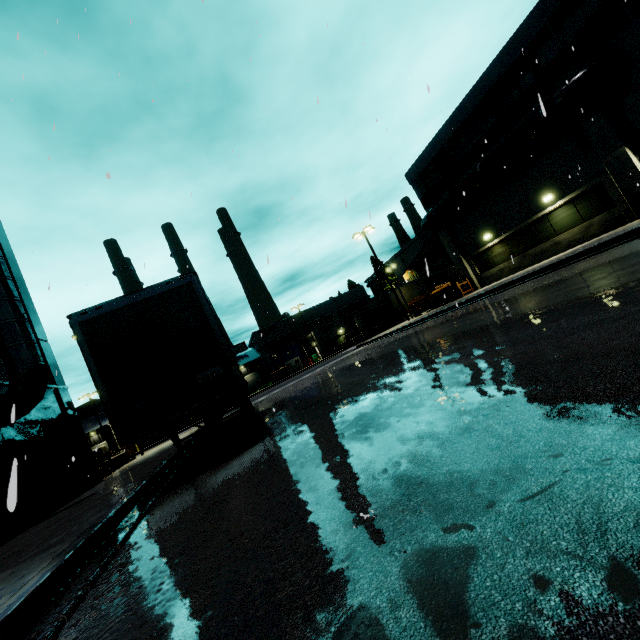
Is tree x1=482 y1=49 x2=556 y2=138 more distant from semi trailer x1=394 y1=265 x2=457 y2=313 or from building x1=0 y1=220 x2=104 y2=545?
semi trailer x1=394 y1=265 x2=457 y2=313

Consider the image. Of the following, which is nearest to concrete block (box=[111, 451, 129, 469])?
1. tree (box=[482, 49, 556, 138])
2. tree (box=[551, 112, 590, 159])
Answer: tree (box=[482, 49, 556, 138])

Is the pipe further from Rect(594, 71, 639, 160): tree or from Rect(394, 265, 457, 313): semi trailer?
Rect(394, 265, 457, 313): semi trailer

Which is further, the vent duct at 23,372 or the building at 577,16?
the building at 577,16

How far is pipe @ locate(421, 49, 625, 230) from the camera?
13.4 meters

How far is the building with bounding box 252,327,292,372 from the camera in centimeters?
5850cm

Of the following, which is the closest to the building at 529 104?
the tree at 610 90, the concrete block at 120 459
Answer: the tree at 610 90

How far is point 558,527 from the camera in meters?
1.3 m
